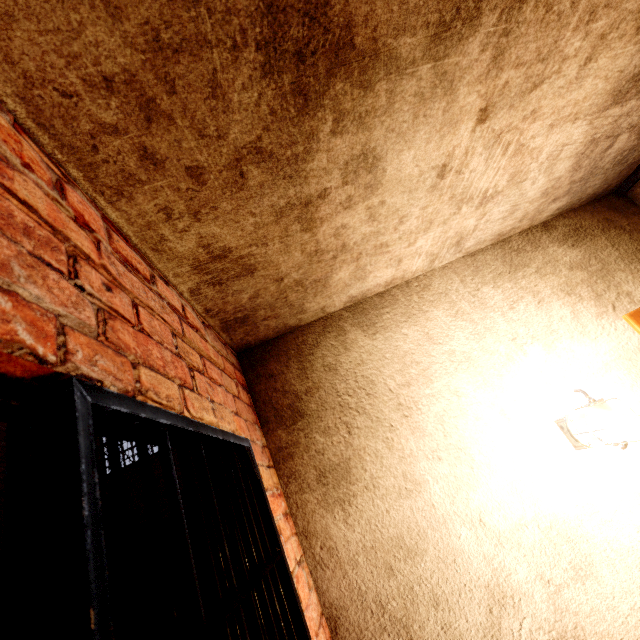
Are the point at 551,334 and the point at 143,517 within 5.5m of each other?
no

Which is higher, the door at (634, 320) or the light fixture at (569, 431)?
the door at (634, 320)

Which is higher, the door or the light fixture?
the door
